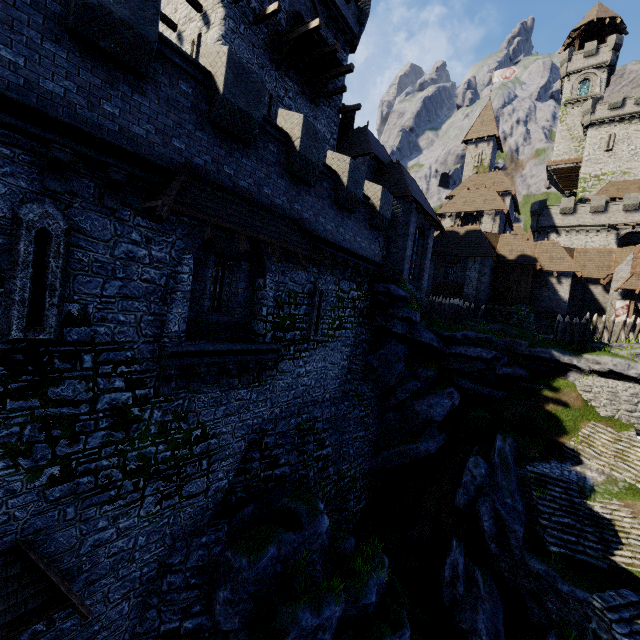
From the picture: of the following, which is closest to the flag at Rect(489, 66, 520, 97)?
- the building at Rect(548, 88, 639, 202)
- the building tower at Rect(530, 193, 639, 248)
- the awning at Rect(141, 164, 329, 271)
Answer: the building at Rect(548, 88, 639, 202)

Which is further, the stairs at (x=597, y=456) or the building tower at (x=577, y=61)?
the building tower at (x=577, y=61)

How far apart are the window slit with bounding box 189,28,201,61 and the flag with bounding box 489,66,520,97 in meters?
39.3

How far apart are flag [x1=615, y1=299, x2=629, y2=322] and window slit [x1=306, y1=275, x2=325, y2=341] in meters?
27.7

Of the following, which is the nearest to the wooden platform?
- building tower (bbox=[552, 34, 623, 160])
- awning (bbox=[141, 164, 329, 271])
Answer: awning (bbox=[141, 164, 329, 271])

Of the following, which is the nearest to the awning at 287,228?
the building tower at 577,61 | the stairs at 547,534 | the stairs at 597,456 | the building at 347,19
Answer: the building at 347,19

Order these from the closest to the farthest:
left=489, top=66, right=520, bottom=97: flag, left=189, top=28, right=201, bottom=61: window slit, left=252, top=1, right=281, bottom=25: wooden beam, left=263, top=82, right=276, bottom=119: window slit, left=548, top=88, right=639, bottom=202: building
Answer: left=252, top=1, right=281, bottom=25: wooden beam, left=189, top=28, right=201, bottom=61: window slit, left=263, top=82, right=276, bottom=119: window slit, left=489, top=66, right=520, bottom=97: flag, left=548, top=88, right=639, bottom=202: building

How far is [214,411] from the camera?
10.21m
